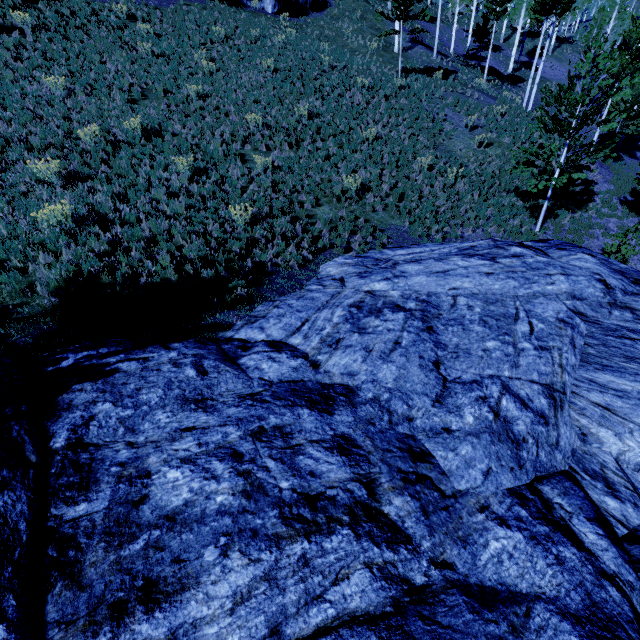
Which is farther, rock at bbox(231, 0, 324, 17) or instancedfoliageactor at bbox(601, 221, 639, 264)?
rock at bbox(231, 0, 324, 17)

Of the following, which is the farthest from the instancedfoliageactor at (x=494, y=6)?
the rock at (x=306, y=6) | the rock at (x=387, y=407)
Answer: the rock at (x=306, y=6)

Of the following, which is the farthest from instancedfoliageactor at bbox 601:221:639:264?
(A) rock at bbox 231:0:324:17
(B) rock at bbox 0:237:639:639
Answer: (A) rock at bbox 231:0:324:17

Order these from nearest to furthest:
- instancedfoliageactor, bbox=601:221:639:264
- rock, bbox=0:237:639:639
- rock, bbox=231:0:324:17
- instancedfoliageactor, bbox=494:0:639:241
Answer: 1. rock, bbox=0:237:639:639
2. instancedfoliageactor, bbox=494:0:639:241
3. instancedfoliageactor, bbox=601:221:639:264
4. rock, bbox=231:0:324:17

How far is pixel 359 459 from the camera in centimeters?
422cm

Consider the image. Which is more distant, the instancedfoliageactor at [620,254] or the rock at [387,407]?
the instancedfoliageactor at [620,254]

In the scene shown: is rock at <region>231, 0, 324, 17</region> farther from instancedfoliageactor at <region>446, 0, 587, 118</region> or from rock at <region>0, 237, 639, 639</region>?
rock at <region>0, 237, 639, 639</region>
